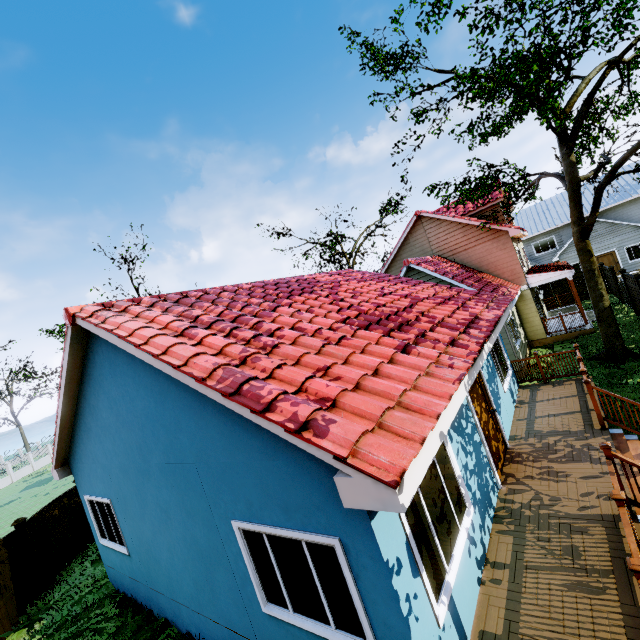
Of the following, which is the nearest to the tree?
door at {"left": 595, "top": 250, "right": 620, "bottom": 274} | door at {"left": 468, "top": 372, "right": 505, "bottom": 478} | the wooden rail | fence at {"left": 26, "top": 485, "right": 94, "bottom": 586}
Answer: fence at {"left": 26, "top": 485, "right": 94, "bottom": 586}

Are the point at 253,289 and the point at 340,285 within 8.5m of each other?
yes

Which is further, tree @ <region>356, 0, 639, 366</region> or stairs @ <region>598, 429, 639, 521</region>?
tree @ <region>356, 0, 639, 366</region>

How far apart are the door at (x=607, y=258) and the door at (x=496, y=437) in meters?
29.5 m

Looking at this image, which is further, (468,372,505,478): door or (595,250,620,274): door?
(595,250,620,274): door

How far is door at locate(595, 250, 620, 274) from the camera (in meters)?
27.48

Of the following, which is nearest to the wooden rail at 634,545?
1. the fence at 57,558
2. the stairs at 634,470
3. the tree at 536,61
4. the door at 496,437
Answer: the stairs at 634,470

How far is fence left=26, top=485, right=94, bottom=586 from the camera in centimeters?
1048cm
